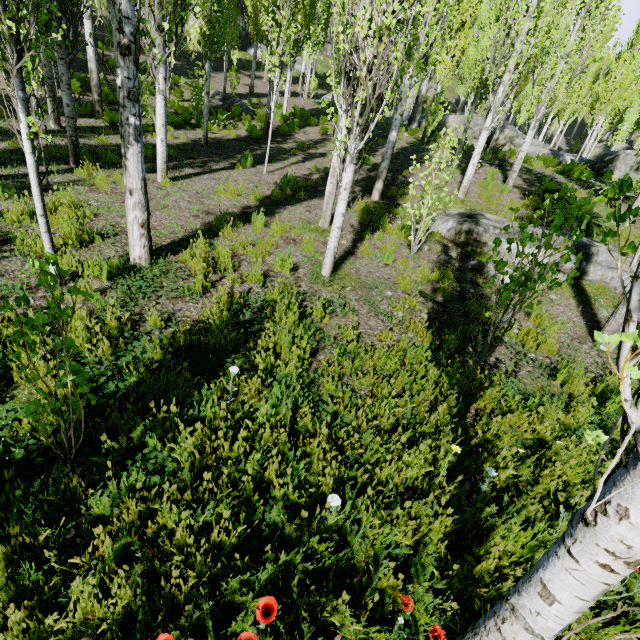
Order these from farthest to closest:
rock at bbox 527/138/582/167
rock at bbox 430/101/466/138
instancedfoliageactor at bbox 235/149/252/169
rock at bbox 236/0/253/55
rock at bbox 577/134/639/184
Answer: rock at bbox 236/0/253/55, rock at bbox 430/101/466/138, rock at bbox 527/138/582/167, rock at bbox 577/134/639/184, instancedfoliageactor at bbox 235/149/252/169

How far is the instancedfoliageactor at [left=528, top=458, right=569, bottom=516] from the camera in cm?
297

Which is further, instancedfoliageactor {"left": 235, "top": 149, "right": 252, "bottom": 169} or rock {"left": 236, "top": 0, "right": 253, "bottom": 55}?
rock {"left": 236, "top": 0, "right": 253, "bottom": 55}

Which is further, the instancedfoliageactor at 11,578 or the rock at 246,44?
the rock at 246,44

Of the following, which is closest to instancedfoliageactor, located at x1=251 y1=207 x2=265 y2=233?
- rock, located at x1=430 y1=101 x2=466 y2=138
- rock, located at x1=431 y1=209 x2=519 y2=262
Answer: rock, located at x1=430 y1=101 x2=466 y2=138

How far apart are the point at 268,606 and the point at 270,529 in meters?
0.9 m

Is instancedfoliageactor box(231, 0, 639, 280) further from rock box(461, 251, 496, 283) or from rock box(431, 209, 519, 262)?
rock box(431, 209, 519, 262)

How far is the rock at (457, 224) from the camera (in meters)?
8.04
